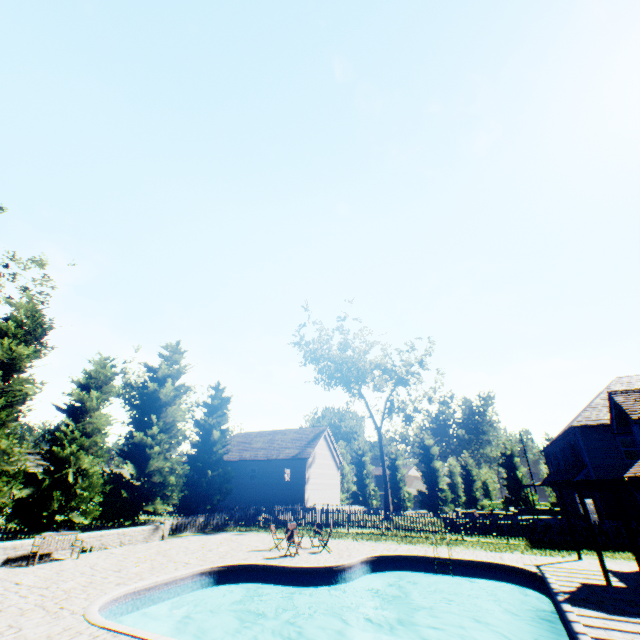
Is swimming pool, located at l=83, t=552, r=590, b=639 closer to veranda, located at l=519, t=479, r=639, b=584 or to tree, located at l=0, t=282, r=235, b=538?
veranda, located at l=519, t=479, r=639, b=584

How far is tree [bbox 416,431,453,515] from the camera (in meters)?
46.38

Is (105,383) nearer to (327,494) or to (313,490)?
(313,490)

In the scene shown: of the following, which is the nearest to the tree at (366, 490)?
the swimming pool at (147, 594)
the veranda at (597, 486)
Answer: the swimming pool at (147, 594)

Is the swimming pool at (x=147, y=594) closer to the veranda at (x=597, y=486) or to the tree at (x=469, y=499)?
the veranda at (x=597, y=486)

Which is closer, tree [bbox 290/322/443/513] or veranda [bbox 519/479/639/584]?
veranda [bbox 519/479/639/584]

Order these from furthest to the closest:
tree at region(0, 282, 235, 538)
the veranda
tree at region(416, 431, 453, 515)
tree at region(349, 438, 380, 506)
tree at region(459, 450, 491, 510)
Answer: tree at region(349, 438, 380, 506) < tree at region(416, 431, 453, 515) < tree at region(459, 450, 491, 510) < tree at region(0, 282, 235, 538) < the veranda
